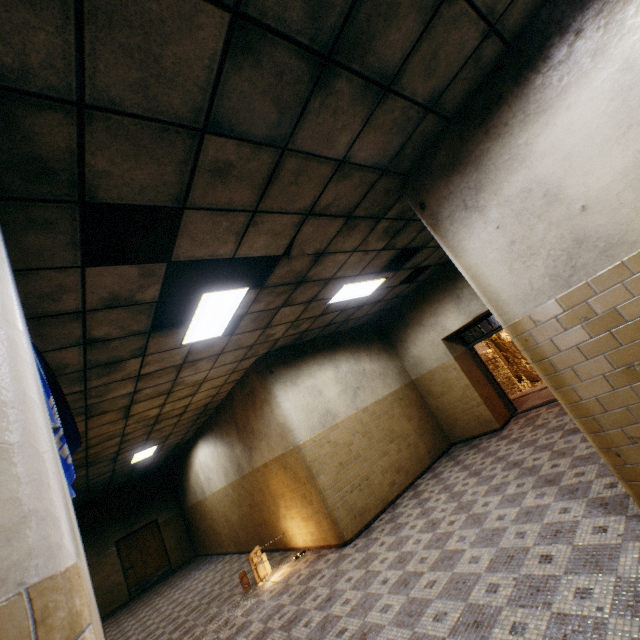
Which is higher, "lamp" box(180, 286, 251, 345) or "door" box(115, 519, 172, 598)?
"lamp" box(180, 286, 251, 345)

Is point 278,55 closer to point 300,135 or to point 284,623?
point 300,135

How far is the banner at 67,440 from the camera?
2.09m

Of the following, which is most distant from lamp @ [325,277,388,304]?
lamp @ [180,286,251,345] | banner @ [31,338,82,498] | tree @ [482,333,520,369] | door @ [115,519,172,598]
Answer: door @ [115,519,172,598]

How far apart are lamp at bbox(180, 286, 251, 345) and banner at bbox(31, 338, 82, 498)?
1.7m

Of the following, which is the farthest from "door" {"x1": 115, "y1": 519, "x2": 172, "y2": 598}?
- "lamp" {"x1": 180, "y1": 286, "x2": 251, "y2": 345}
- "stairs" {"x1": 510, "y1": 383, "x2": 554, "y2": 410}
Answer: "lamp" {"x1": 180, "y1": 286, "x2": 251, "y2": 345}

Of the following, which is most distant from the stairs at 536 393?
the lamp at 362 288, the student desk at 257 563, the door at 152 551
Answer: the door at 152 551

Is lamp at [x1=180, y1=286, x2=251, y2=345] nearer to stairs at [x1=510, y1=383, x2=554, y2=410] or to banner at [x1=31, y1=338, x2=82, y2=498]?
banner at [x1=31, y1=338, x2=82, y2=498]
